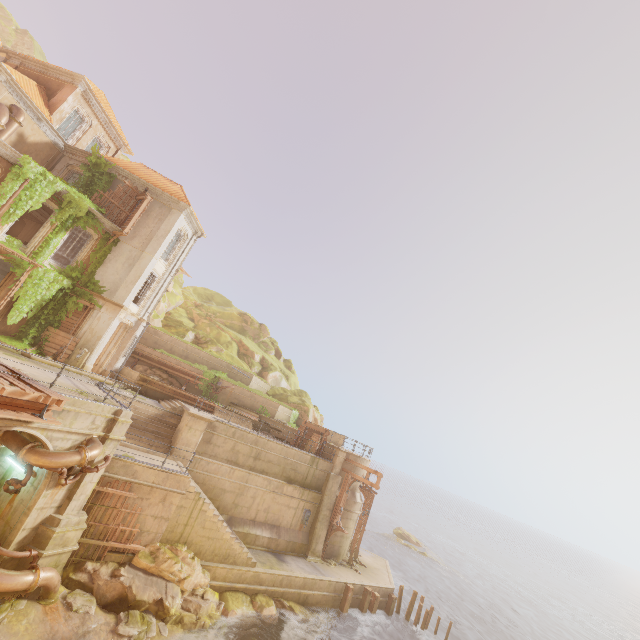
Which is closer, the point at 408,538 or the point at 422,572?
the point at 422,572

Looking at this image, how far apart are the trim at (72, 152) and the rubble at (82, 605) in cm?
2344

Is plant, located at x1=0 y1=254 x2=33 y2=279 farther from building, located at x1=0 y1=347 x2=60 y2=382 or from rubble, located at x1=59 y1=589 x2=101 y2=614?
rubble, located at x1=59 y1=589 x2=101 y2=614

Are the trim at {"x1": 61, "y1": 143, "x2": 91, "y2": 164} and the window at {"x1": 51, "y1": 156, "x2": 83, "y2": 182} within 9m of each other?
yes

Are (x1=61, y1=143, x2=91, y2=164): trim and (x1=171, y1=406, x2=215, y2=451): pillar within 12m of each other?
no

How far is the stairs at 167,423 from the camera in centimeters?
1680cm

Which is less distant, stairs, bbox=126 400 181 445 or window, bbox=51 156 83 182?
stairs, bbox=126 400 181 445

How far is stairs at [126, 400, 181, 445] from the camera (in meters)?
16.80
